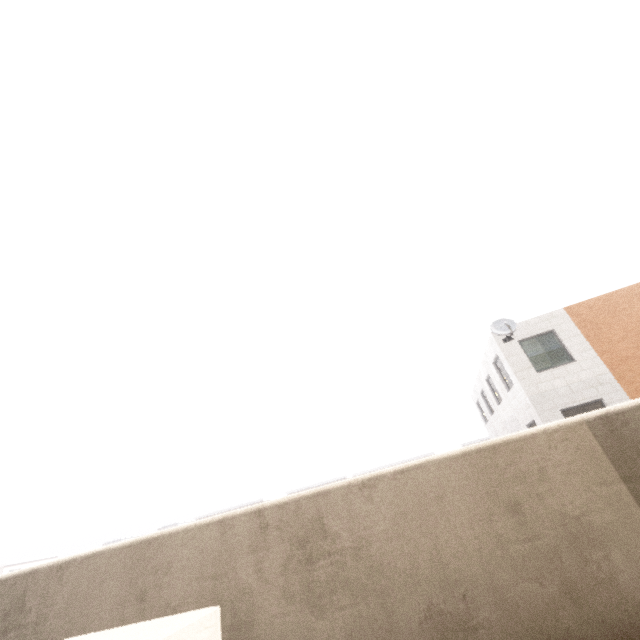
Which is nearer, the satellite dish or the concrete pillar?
the concrete pillar

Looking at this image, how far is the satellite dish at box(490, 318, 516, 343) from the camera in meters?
13.1

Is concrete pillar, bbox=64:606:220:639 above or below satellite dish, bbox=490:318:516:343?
below

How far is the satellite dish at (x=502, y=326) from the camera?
13.1 meters

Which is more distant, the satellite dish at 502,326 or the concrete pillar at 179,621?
the satellite dish at 502,326

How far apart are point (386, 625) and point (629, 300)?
16.6m
